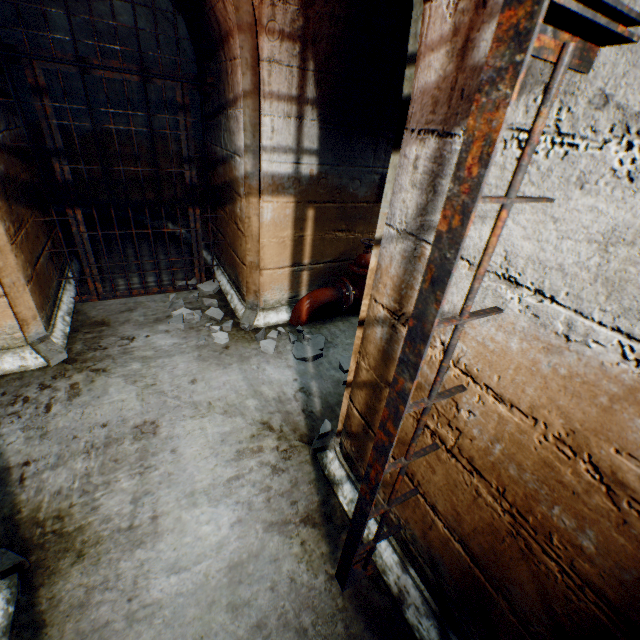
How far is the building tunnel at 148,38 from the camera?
4.11m

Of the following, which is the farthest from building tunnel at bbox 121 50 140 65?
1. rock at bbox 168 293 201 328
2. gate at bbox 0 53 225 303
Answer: rock at bbox 168 293 201 328

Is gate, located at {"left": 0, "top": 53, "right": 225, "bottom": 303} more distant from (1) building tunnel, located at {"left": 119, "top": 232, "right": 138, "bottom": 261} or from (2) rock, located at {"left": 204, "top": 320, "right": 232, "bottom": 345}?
(1) building tunnel, located at {"left": 119, "top": 232, "right": 138, "bottom": 261}

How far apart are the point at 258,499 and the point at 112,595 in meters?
0.7

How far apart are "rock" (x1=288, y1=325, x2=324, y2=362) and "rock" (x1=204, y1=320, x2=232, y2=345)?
0.3 meters

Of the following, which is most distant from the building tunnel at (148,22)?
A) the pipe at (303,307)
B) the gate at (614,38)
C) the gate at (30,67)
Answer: the gate at (614,38)

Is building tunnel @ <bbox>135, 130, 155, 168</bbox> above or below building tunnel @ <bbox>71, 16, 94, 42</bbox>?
below
